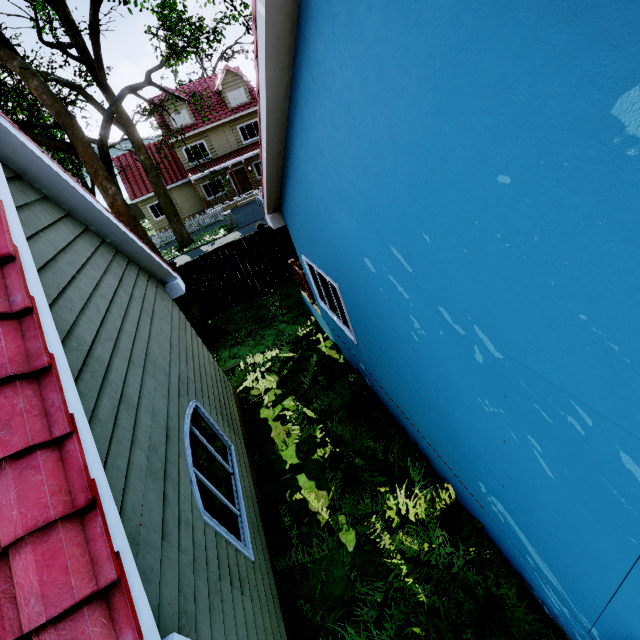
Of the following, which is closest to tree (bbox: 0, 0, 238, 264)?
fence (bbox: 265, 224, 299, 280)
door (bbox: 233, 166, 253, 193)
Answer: fence (bbox: 265, 224, 299, 280)

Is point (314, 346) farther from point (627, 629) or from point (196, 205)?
point (196, 205)

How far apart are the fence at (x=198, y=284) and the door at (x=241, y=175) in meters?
20.4 m

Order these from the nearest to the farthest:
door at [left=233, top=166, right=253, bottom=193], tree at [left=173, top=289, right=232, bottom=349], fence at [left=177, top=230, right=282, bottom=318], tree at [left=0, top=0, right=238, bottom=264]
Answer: tree at [left=0, top=0, right=238, bottom=264] < tree at [left=173, top=289, right=232, bottom=349] < fence at [left=177, top=230, right=282, bottom=318] < door at [left=233, top=166, right=253, bottom=193]

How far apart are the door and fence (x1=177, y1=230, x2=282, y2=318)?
20.4m

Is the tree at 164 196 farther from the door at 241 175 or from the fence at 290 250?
the door at 241 175

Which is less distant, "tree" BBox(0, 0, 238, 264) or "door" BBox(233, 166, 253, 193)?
"tree" BBox(0, 0, 238, 264)

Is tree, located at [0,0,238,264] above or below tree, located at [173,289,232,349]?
above
